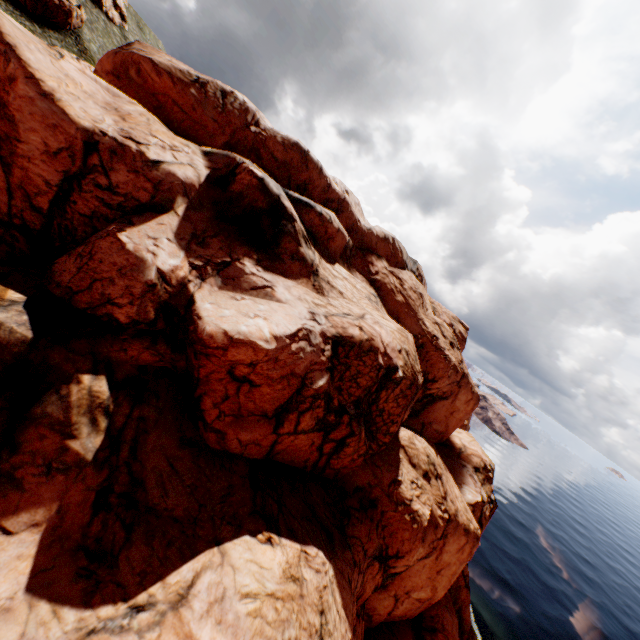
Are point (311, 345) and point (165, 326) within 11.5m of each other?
yes

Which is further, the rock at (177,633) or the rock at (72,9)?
the rock at (72,9)

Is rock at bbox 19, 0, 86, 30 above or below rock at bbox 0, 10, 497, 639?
above

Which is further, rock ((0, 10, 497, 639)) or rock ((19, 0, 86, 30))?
rock ((19, 0, 86, 30))

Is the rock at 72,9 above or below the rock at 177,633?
above
